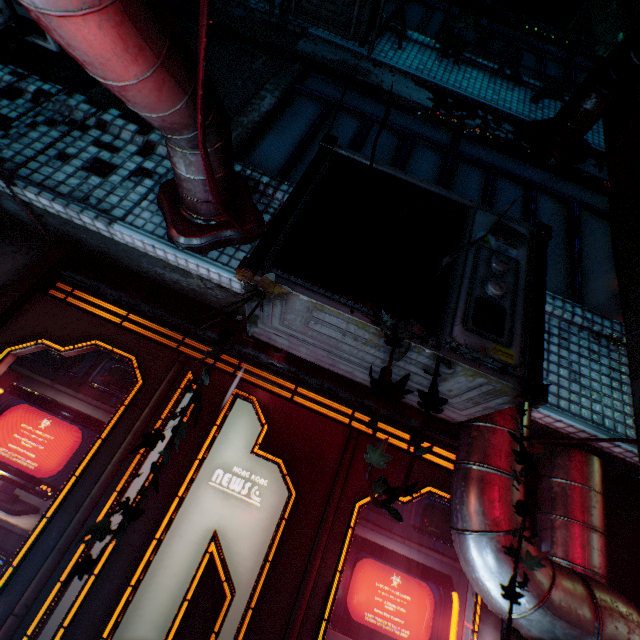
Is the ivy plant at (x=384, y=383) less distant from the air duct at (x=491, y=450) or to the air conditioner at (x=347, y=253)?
the air conditioner at (x=347, y=253)

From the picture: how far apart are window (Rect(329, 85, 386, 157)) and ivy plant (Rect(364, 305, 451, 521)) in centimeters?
140cm

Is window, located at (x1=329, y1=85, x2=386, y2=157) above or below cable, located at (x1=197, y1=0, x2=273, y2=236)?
above

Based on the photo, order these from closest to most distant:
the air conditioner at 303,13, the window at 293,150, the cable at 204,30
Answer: the cable at 204,30 < the window at 293,150 < the air conditioner at 303,13

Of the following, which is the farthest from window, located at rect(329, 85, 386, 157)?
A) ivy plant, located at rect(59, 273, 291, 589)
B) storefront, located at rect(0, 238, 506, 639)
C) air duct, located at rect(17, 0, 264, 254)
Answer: ivy plant, located at rect(59, 273, 291, 589)

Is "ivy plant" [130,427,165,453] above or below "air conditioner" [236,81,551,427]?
below

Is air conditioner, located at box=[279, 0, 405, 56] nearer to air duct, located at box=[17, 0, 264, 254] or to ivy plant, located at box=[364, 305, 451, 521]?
air duct, located at box=[17, 0, 264, 254]

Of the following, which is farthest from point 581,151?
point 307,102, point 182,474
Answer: point 182,474
